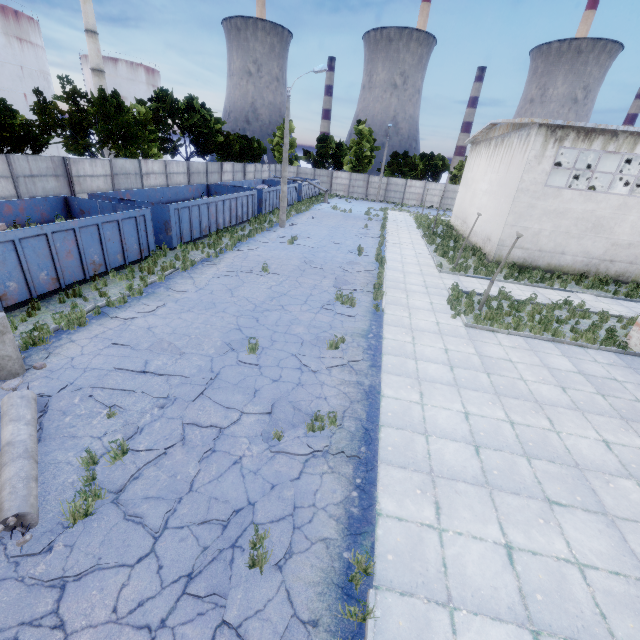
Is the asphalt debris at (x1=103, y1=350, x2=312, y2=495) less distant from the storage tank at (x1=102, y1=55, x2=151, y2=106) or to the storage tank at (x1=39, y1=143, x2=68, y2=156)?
the storage tank at (x1=39, y1=143, x2=68, y2=156)

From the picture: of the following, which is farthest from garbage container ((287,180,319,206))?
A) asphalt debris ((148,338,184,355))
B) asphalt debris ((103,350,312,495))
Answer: asphalt debris ((103,350,312,495))

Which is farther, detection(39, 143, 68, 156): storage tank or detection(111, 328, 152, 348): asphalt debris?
detection(39, 143, 68, 156): storage tank

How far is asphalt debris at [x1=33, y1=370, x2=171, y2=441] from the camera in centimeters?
605cm

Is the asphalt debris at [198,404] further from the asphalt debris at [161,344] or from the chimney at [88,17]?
the chimney at [88,17]

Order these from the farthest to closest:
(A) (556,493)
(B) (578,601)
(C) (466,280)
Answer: (C) (466,280) < (A) (556,493) < (B) (578,601)

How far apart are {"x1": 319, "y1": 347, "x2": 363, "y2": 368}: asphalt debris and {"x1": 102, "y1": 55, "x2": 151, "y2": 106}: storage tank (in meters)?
71.89

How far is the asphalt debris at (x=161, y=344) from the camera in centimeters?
849cm
